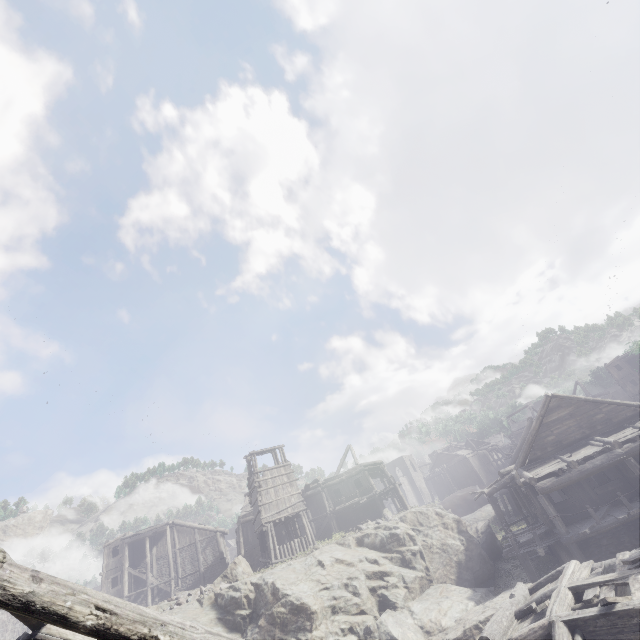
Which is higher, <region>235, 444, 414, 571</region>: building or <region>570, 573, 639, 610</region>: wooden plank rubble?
<region>235, 444, 414, 571</region>: building

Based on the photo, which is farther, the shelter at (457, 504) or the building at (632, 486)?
the shelter at (457, 504)

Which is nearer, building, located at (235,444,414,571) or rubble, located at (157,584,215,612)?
rubble, located at (157,584,215,612)

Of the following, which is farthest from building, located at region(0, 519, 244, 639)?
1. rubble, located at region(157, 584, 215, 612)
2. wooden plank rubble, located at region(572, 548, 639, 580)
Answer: rubble, located at region(157, 584, 215, 612)

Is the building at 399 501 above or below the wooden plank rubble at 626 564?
above

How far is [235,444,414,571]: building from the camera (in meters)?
24.72

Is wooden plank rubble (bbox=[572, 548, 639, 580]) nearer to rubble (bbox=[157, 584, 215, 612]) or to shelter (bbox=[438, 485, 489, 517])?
rubble (bbox=[157, 584, 215, 612])

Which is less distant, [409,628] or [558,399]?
[409,628]
